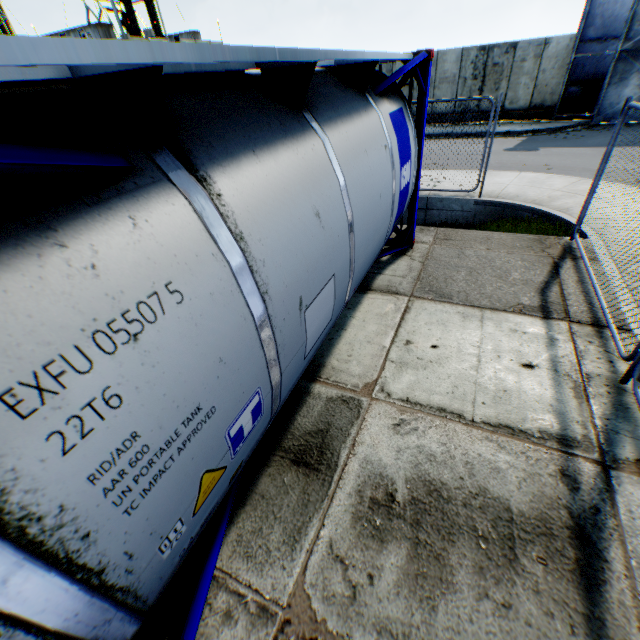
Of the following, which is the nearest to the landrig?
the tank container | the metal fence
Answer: the tank container

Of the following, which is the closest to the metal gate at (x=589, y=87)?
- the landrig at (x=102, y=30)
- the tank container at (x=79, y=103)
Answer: the tank container at (x=79, y=103)

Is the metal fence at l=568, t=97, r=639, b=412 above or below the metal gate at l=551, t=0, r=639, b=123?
below

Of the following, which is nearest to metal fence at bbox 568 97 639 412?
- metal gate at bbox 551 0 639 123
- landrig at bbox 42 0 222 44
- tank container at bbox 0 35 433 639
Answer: tank container at bbox 0 35 433 639

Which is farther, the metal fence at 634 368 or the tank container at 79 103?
the metal fence at 634 368

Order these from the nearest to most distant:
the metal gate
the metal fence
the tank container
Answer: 1. the tank container
2. the metal fence
3. the metal gate

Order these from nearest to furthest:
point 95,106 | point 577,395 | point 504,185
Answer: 1. point 95,106
2. point 577,395
3. point 504,185
